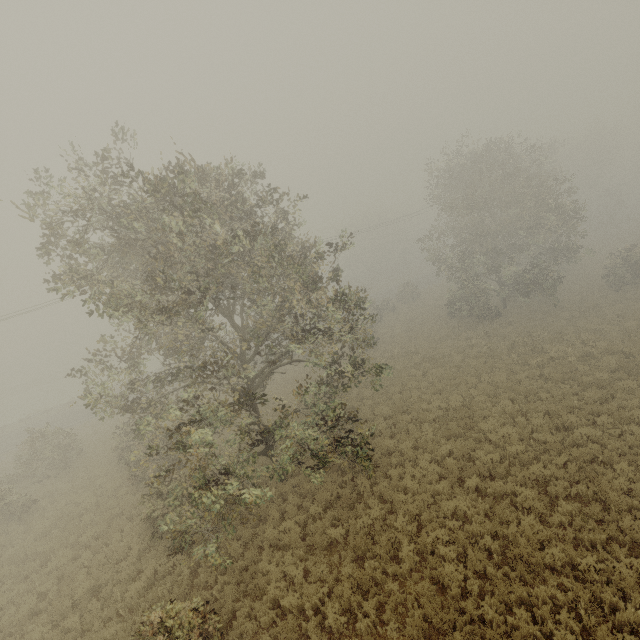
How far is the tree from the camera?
8.8m

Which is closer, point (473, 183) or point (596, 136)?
point (473, 183)

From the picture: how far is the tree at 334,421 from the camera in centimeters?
878cm
